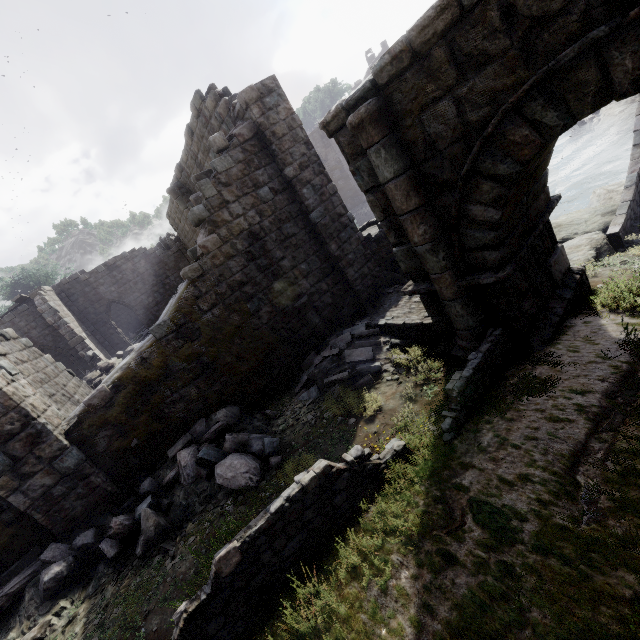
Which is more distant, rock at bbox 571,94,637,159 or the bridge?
rock at bbox 571,94,637,159

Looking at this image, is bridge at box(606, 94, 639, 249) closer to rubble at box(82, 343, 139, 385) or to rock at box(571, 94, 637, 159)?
rock at box(571, 94, 637, 159)

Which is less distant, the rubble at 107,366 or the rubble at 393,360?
the rubble at 393,360

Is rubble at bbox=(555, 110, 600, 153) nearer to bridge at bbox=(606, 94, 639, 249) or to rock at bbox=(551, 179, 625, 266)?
bridge at bbox=(606, 94, 639, 249)

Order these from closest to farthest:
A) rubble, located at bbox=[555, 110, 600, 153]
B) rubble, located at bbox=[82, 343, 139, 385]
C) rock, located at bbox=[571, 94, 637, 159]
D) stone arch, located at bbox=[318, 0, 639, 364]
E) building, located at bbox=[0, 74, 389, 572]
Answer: stone arch, located at bbox=[318, 0, 639, 364] < building, located at bbox=[0, 74, 389, 572] < rubble, located at bbox=[82, 343, 139, 385] < rock, located at bbox=[571, 94, 637, 159] < rubble, located at bbox=[555, 110, 600, 153]

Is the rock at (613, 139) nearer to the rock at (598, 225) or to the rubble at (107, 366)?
the rock at (598, 225)

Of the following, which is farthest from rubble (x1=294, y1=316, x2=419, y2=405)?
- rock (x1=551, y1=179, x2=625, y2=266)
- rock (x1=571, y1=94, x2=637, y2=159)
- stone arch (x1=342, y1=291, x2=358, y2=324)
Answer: rock (x1=571, y1=94, x2=637, y2=159)

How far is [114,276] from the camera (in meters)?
24.20
